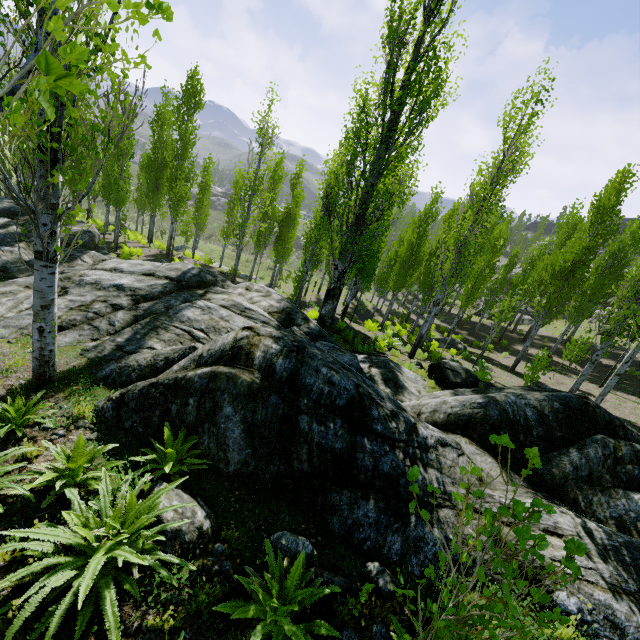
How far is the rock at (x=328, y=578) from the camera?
3.44m

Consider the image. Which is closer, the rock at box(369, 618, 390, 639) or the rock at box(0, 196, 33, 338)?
the rock at box(369, 618, 390, 639)

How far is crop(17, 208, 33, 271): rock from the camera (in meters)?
11.84

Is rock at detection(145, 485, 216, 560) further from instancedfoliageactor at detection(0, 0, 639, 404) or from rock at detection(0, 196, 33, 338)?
instancedfoliageactor at detection(0, 0, 639, 404)

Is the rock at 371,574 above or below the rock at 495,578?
below

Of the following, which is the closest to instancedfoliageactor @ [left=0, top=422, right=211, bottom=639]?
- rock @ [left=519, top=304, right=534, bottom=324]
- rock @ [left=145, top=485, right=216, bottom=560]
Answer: rock @ [left=145, top=485, right=216, bottom=560]

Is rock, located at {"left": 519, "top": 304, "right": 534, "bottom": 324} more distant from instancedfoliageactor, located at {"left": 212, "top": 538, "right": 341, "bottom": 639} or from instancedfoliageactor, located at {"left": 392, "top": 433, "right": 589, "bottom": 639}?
instancedfoliageactor, located at {"left": 212, "top": 538, "right": 341, "bottom": 639}

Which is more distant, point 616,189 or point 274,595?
point 616,189
